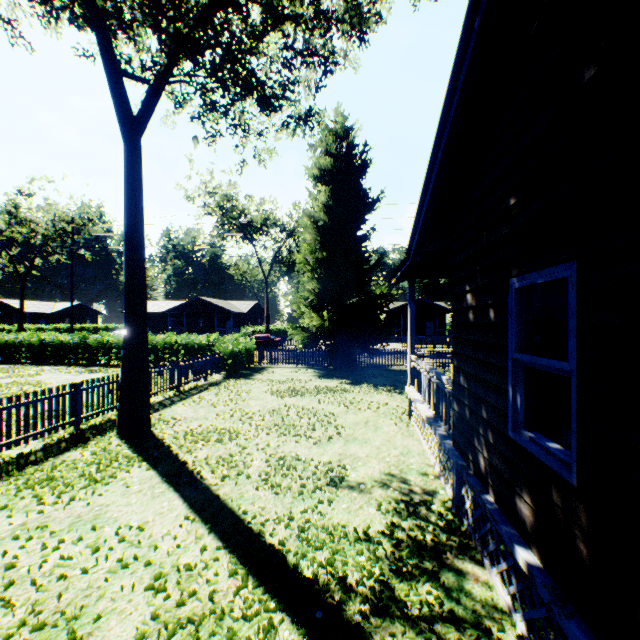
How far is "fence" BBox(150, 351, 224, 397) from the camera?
12.5m

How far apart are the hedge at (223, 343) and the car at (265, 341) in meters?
11.1 m

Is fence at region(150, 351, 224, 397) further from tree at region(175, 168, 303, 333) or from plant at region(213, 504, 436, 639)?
tree at region(175, 168, 303, 333)

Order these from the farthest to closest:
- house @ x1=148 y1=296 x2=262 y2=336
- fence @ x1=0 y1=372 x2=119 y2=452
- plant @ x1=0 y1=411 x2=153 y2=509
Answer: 1. house @ x1=148 y1=296 x2=262 y2=336
2. fence @ x1=0 y1=372 x2=119 y2=452
3. plant @ x1=0 y1=411 x2=153 y2=509

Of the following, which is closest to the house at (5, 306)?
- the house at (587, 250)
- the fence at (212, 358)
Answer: the fence at (212, 358)

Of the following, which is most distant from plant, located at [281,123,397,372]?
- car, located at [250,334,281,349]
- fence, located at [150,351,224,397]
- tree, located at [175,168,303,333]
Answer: tree, located at [175,168,303,333]

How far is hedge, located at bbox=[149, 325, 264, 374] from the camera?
18.44m

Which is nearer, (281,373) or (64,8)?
(64,8)
